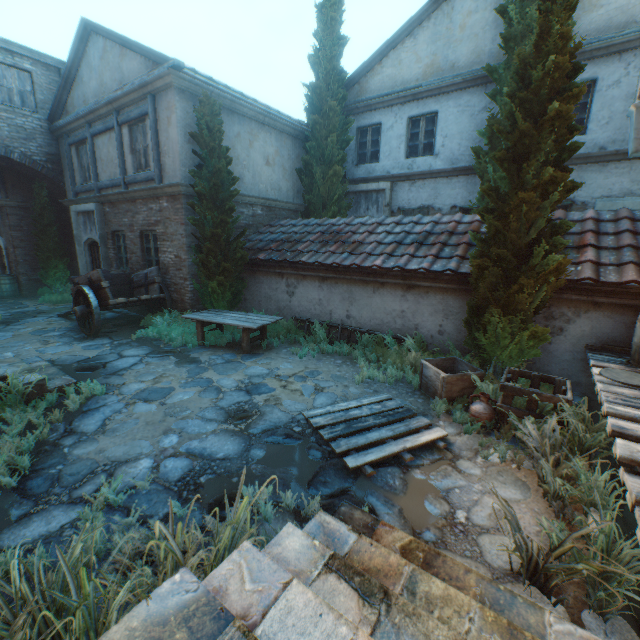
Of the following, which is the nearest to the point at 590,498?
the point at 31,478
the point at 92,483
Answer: the point at 92,483

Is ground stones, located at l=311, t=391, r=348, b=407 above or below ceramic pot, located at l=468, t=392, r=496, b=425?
below

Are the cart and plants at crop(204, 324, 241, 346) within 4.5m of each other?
yes

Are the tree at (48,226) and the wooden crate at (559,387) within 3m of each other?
no

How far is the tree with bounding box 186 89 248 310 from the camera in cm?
797

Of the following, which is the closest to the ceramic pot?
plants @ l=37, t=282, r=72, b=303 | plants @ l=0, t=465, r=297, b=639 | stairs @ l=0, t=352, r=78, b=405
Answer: plants @ l=0, t=465, r=297, b=639

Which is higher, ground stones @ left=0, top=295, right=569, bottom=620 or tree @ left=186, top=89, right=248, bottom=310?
tree @ left=186, top=89, right=248, bottom=310

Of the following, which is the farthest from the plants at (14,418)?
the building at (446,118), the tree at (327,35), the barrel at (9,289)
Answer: the barrel at (9,289)
